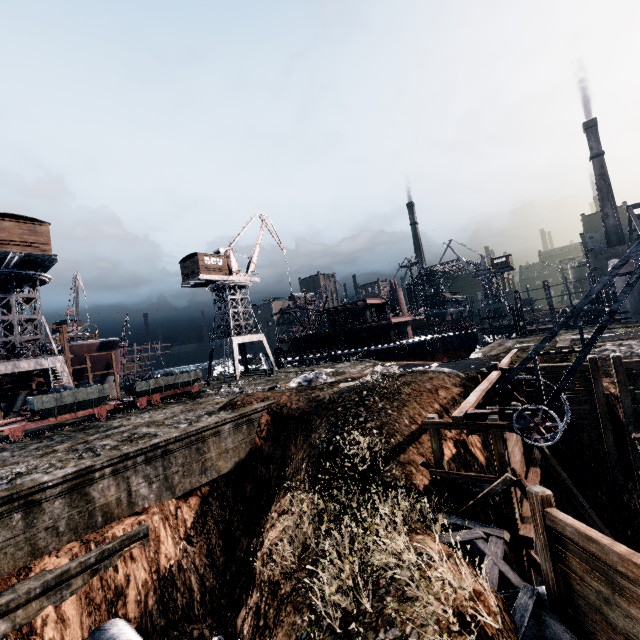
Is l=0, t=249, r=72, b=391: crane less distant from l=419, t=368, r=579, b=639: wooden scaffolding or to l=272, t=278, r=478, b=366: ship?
l=272, t=278, r=478, b=366: ship

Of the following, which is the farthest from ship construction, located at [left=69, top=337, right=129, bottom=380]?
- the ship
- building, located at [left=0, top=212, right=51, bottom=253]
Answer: the ship

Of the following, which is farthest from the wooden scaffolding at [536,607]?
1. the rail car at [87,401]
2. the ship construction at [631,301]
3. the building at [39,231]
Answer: the building at [39,231]

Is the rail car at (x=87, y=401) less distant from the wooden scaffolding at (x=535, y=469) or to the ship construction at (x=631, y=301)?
the wooden scaffolding at (x=535, y=469)

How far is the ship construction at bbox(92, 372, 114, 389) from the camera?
42.4 meters

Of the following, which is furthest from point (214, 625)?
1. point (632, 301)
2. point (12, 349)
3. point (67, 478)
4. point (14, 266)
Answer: point (632, 301)

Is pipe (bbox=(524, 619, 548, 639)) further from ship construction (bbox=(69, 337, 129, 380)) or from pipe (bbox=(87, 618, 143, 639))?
ship construction (bbox=(69, 337, 129, 380))
